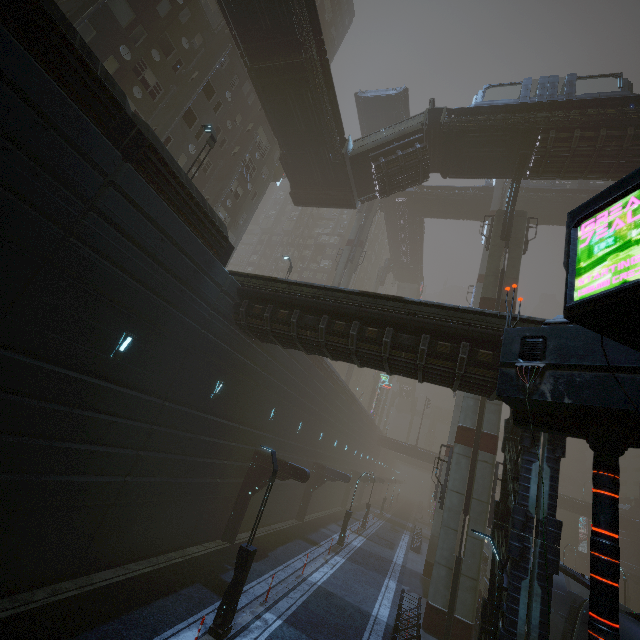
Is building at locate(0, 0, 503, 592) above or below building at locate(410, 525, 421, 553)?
above

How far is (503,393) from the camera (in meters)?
5.23

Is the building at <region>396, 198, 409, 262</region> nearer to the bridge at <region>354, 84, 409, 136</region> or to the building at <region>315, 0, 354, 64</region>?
the bridge at <region>354, 84, 409, 136</region>

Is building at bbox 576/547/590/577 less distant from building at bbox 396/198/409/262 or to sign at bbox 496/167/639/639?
sign at bbox 496/167/639/639

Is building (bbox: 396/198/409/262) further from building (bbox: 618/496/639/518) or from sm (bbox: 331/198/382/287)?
building (bbox: 618/496/639/518)

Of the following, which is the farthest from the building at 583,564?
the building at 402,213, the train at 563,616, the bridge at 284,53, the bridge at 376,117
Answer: the building at 402,213

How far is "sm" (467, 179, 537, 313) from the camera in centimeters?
2198cm

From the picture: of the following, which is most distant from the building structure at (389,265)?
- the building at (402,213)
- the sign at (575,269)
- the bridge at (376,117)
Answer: the sign at (575,269)
